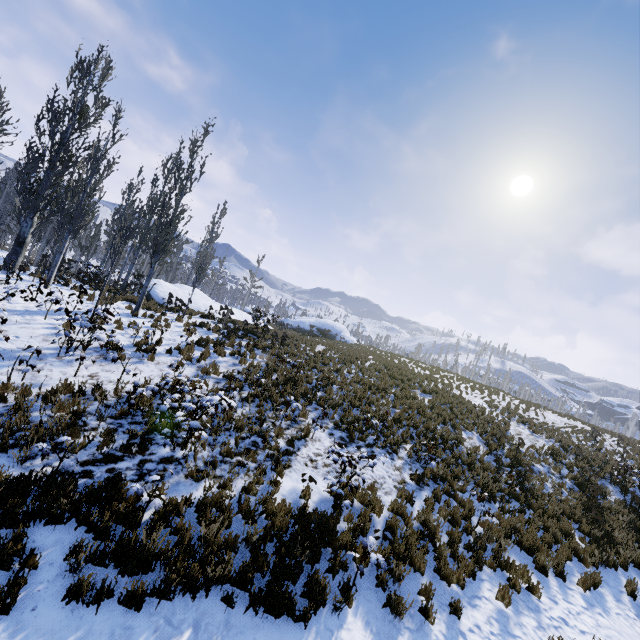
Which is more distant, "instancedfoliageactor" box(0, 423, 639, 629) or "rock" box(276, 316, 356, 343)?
"rock" box(276, 316, 356, 343)

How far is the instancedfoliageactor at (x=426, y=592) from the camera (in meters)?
5.85

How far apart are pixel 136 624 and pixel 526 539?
9.5 meters

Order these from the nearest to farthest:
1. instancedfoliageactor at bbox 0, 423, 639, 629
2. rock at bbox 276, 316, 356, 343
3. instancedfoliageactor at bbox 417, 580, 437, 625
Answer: instancedfoliageactor at bbox 0, 423, 639, 629 < instancedfoliageactor at bbox 417, 580, 437, 625 < rock at bbox 276, 316, 356, 343

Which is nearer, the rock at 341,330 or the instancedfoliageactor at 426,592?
the instancedfoliageactor at 426,592

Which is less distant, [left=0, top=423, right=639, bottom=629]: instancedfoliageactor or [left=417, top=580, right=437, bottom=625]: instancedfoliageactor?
[left=0, top=423, right=639, bottom=629]: instancedfoliageactor
